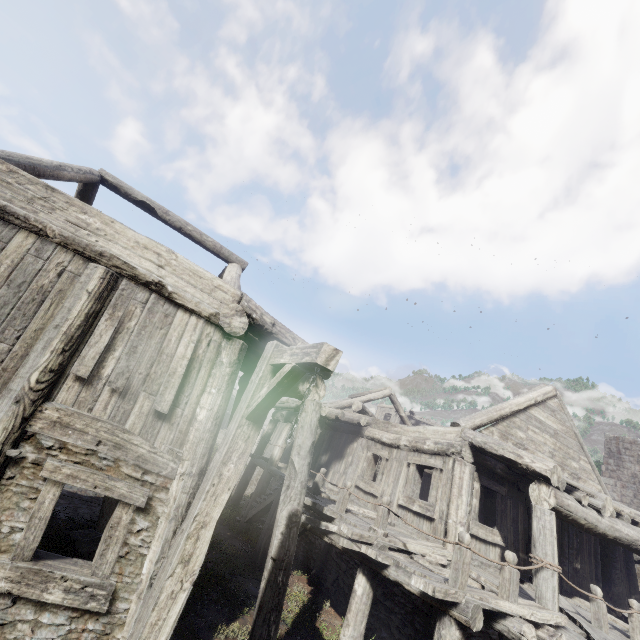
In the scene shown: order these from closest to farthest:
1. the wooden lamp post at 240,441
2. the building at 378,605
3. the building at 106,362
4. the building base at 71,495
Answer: the wooden lamp post at 240,441
the building at 106,362
the building at 378,605
the building base at 71,495

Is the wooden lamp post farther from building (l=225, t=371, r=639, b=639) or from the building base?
the building base

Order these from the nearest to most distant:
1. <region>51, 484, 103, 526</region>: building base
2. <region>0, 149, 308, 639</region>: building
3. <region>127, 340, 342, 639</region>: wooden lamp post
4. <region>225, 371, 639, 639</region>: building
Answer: <region>127, 340, 342, 639</region>: wooden lamp post < <region>0, 149, 308, 639</region>: building < <region>225, 371, 639, 639</region>: building < <region>51, 484, 103, 526</region>: building base

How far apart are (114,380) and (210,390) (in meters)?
1.41

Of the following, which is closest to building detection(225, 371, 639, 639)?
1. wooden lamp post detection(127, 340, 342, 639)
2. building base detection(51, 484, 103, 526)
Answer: building base detection(51, 484, 103, 526)

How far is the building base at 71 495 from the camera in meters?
9.3 m
